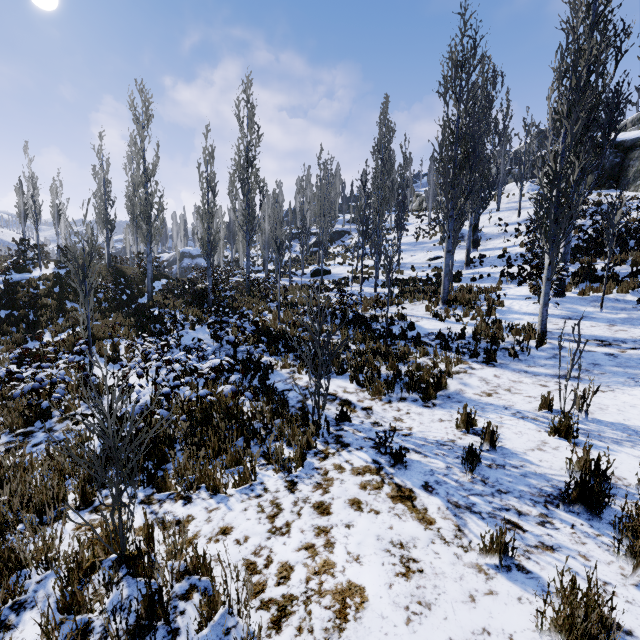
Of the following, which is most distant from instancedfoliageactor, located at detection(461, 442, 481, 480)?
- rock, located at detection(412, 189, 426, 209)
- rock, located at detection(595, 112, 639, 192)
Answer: rock, located at detection(412, 189, 426, 209)

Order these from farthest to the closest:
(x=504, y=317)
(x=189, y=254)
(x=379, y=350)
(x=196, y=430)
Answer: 1. (x=189, y=254)
2. (x=504, y=317)
3. (x=379, y=350)
4. (x=196, y=430)

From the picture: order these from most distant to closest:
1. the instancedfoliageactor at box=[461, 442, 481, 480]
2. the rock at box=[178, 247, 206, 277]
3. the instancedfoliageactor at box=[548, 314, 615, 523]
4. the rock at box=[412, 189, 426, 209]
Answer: the rock at box=[412, 189, 426, 209]
the rock at box=[178, 247, 206, 277]
the instancedfoliageactor at box=[461, 442, 481, 480]
the instancedfoliageactor at box=[548, 314, 615, 523]

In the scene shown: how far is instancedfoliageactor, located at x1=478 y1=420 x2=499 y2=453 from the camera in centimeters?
418cm

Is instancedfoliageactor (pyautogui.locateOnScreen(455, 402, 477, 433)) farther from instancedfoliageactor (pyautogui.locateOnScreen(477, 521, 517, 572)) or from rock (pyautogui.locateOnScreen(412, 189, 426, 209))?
rock (pyautogui.locateOnScreen(412, 189, 426, 209))

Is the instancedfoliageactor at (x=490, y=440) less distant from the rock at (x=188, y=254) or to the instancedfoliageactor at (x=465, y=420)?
the instancedfoliageactor at (x=465, y=420)

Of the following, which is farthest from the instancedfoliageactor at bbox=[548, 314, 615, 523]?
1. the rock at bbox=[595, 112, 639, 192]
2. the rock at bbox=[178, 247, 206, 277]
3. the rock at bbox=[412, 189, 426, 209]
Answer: the rock at bbox=[412, 189, 426, 209]

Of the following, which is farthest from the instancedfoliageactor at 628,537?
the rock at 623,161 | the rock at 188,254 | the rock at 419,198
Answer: the rock at 419,198
